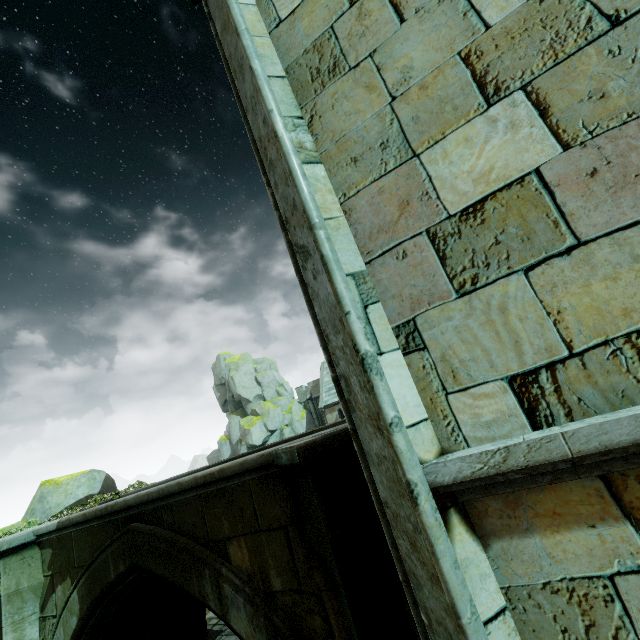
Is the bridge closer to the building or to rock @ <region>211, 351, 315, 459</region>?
the building

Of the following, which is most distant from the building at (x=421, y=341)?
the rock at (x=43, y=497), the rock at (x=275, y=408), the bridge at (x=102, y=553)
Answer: the rock at (x=275, y=408)

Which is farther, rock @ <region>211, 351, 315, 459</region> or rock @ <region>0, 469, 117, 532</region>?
rock @ <region>211, 351, 315, 459</region>

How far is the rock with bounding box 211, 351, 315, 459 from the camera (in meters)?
41.69

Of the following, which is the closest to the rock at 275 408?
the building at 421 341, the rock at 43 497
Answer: the rock at 43 497

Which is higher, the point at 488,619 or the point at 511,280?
the point at 511,280

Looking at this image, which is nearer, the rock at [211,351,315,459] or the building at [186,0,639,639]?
the building at [186,0,639,639]
